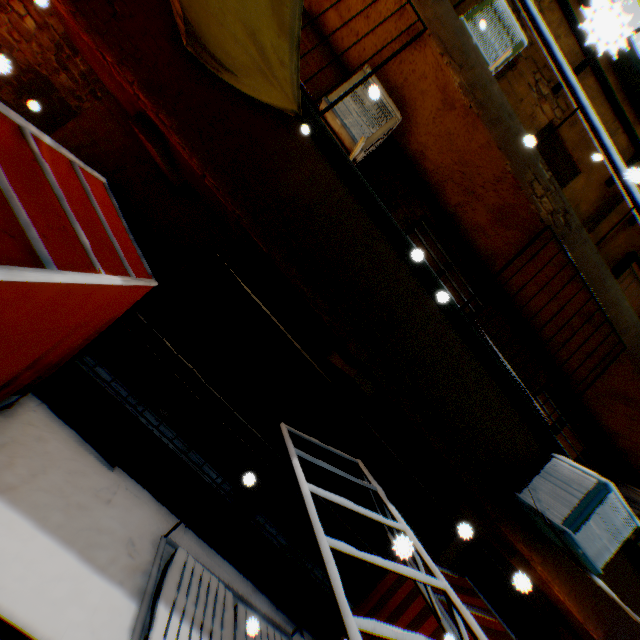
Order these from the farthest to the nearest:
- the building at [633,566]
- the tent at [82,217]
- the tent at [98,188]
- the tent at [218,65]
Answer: the building at [633,566] → the tent at [98,188] → the tent at [82,217] → the tent at [218,65]

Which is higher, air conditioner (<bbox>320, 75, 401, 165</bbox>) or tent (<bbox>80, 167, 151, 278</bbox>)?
air conditioner (<bbox>320, 75, 401, 165</bbox>)

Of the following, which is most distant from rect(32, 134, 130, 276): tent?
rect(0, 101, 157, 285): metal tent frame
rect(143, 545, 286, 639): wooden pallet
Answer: rect(143, 545, 286, 639): wooden pallet

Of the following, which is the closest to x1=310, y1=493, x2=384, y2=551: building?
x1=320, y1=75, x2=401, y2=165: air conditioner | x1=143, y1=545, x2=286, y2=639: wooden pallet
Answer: x1=320, y1=75, x2=401, y2=165: air conditioner

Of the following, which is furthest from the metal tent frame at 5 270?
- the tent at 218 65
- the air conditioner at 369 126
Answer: the air conditioner at 369 126

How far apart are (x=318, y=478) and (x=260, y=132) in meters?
5.2 m

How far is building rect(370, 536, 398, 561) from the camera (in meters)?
5.63
